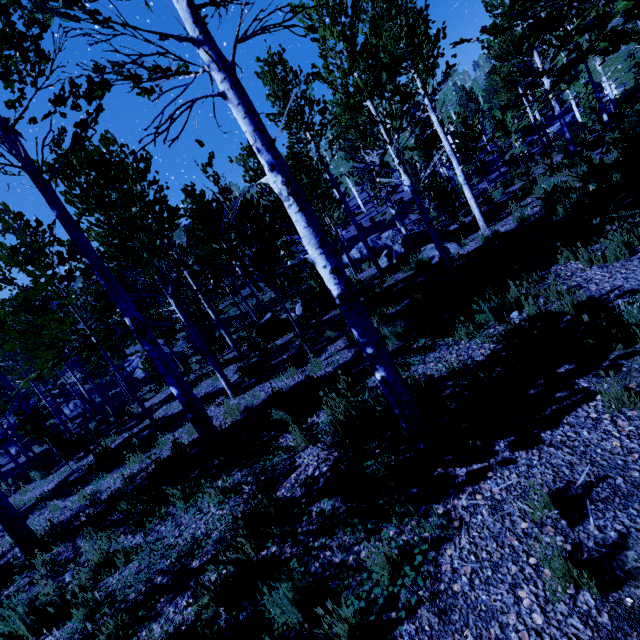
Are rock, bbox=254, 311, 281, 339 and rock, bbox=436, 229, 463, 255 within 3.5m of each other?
no

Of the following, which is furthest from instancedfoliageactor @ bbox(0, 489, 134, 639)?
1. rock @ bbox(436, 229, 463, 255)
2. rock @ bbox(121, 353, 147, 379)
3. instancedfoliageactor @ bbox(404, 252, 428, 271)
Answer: instancedfoliageactor @ bbox(404, 252, 428, 271)

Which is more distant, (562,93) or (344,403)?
(562,93)

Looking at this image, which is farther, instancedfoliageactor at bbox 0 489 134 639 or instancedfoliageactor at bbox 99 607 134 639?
instancedfoliageactor at bbox 0 489 134 639

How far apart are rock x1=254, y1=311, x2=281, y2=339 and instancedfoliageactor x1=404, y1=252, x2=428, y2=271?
5.4m

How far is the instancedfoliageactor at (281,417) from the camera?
4.7 meters

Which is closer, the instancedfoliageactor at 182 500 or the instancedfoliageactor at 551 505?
the instancedfoliageactor at 551 505
